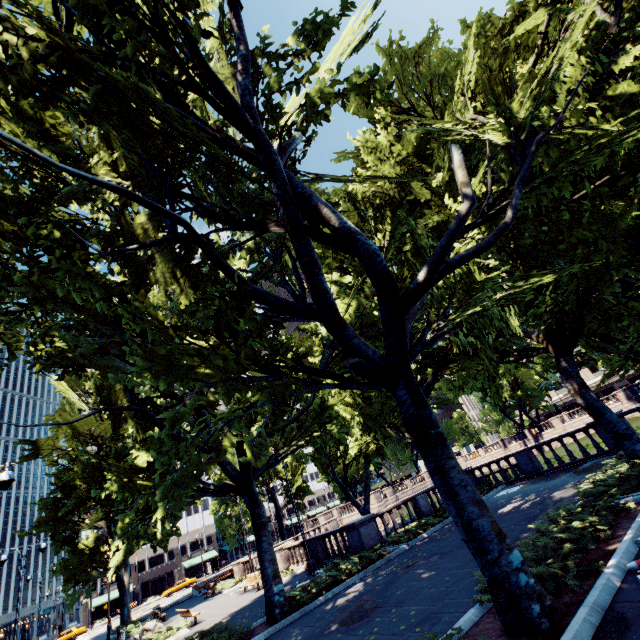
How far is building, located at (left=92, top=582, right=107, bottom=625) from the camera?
57.31m

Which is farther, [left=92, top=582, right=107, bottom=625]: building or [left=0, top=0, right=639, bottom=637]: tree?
[left=92, top=582, right=107, bottom=625]: building

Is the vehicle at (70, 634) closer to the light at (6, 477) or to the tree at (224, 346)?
the tree at (224, 346)

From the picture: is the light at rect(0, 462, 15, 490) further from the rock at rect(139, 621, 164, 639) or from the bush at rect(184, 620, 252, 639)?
the rock at rect(139, 621, 164, 639)

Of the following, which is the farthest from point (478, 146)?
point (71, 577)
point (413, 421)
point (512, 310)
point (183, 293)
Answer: point (71, 577)

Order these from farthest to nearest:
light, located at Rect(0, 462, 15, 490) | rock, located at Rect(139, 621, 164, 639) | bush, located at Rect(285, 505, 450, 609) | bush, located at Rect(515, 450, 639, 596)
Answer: rock, located at Rect(139, 621, 164, 639)
bush, located at Rect(285, 505, 450, 609)
light, located at Rect(0, 462, 15, 490)
bush, located at Rect(515, 450, 639, 596)

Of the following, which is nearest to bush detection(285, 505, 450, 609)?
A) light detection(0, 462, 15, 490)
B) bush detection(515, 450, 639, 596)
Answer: bush detection(515, 450, 639, 596)

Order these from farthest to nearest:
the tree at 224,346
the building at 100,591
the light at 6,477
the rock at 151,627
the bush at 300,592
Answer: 1. the building at 100,591
2. the rock at 151,627
3. the bush at 300,592
4. the light at 6,477
5. the tree at 224,346
